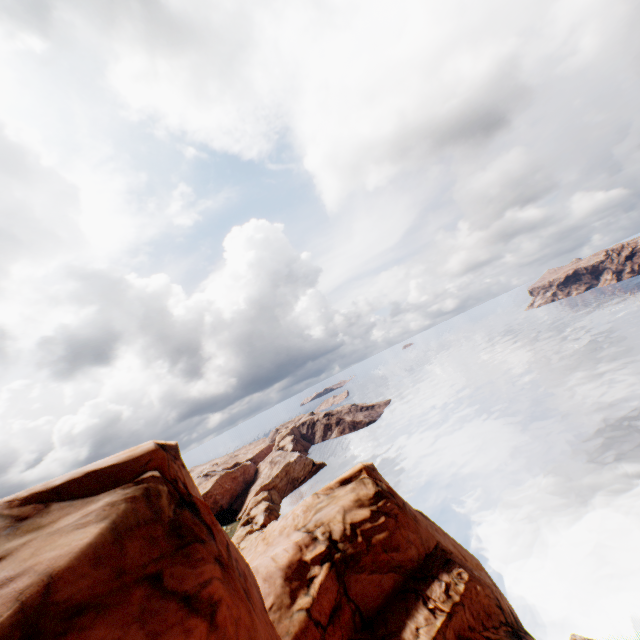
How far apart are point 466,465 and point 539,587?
27.84m
